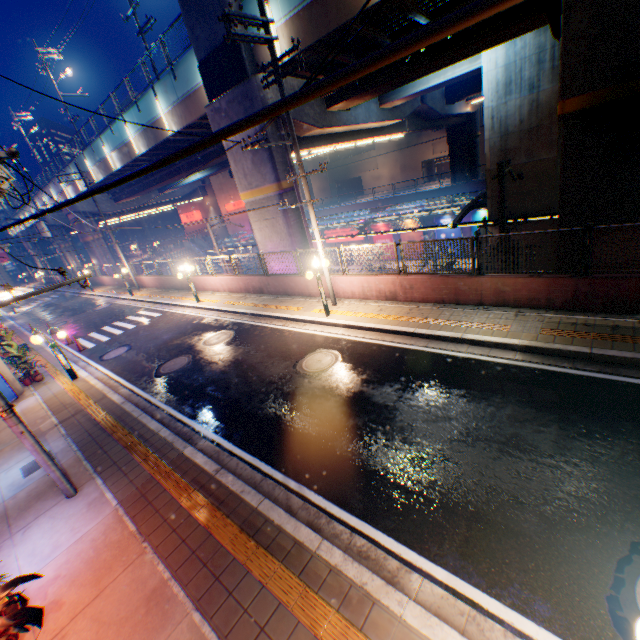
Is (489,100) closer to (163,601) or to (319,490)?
(319,490)

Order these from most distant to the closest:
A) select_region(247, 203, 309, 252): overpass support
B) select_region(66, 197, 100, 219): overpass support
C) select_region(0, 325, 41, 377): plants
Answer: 1. select_region(66, 197, 100, 219): overpass support
2. select_region(247, 203, 309, 252): overpass support
3. select_region(0, 325, 41, 377): plants

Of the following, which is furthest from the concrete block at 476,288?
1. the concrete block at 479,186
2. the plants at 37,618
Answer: the concrete block at 479,186

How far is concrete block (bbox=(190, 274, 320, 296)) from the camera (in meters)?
14.74

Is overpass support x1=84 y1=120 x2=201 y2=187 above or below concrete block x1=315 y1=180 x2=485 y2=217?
above

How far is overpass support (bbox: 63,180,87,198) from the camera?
32.0m

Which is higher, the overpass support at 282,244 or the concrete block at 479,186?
the overpass support at 282,244
